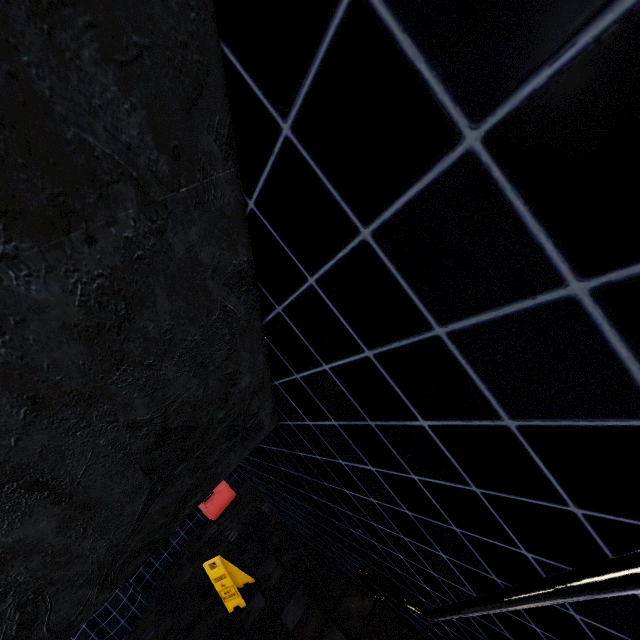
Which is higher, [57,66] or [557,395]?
[57,66]
